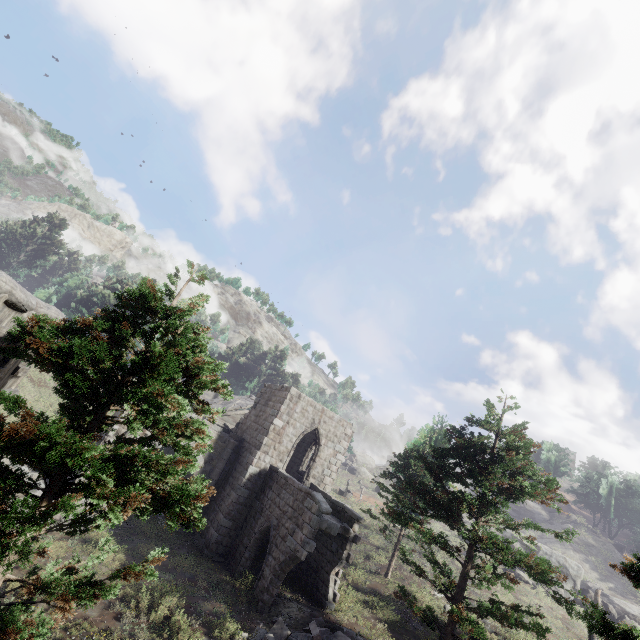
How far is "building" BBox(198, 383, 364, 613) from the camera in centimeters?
1424cm

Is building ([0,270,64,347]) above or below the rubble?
above

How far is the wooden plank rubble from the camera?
29.1m

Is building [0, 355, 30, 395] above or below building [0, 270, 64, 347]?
below

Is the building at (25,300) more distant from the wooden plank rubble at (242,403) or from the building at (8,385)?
the wooden plank rubble at (242,403)

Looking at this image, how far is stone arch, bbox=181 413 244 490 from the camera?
19.5 meters

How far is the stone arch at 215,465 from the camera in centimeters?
1952cm

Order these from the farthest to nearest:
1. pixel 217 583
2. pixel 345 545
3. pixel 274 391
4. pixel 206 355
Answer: pixel 274 391, pixel 345 545, pixel 217 583, pixel 206 355
